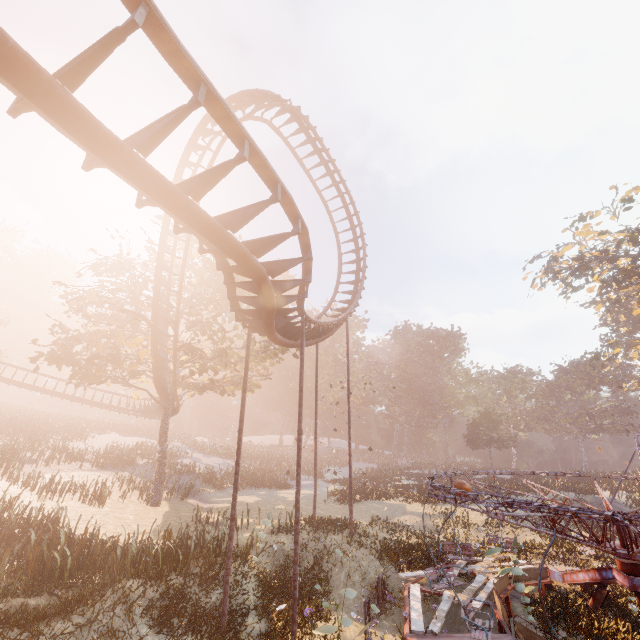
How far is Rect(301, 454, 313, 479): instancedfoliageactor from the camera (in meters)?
41.58

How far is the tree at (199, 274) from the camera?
19.89m

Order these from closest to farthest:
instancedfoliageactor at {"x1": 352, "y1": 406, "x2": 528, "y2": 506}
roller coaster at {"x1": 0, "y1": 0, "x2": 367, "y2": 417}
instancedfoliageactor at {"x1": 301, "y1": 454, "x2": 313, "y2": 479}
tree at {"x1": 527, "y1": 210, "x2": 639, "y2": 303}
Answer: roller coaster at {"x1": 0, "y1": 0, "x2": 367, "y2": 417} < instancedfoliageactor at {"x1": 352, "y1": 406, "x2": 528, "y2": 506} < tree at {"x1": 527, "y1": 210, "x2": 639, "y2": 303} < instancedfoliageactor at {"x1": 301, "y1": 454, "x2": 313, "y2": 479}

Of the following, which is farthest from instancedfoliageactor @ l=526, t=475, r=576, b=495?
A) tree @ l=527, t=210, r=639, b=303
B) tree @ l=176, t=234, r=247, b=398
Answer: tree @ l=527, t=210, r=639, b=303

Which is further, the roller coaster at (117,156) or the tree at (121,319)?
the tree at (121,319)

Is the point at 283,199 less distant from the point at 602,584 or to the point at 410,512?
the point at 602,584

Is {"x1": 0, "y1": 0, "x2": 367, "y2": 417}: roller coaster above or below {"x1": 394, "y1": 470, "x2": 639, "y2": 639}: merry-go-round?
above

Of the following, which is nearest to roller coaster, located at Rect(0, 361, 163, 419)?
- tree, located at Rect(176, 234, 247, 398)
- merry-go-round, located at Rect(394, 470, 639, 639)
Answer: tree, located at Rect(176, 234, 247, 398)
